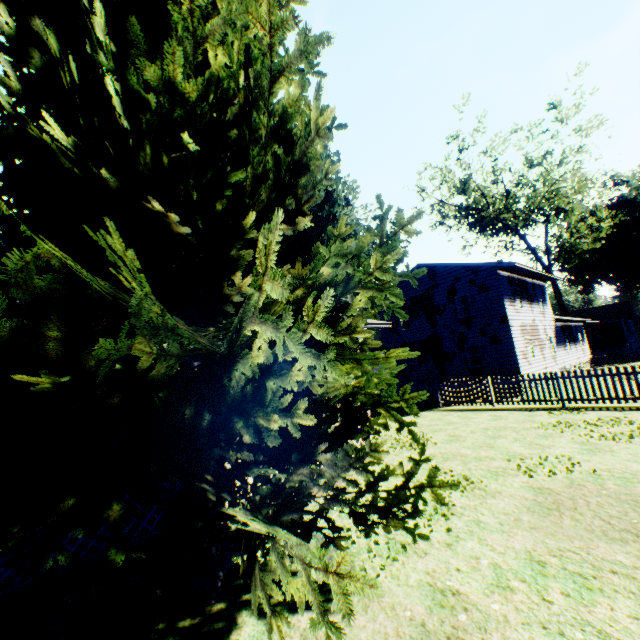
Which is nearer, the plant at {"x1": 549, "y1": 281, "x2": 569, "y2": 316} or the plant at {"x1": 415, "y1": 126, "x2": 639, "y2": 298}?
the plant at {"x1": 415, "y1": 126, "x2": 639, "y2": 298}

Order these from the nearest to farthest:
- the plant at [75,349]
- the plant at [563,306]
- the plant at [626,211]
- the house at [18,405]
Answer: the plant at [75,349] → the house at [18,405] → the plant at [626,211] → the plant at [563,306]

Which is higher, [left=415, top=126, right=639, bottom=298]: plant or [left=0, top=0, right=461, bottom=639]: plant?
[left=415, top=126, right=639, bottom=298]: plant

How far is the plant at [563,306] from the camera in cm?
3750

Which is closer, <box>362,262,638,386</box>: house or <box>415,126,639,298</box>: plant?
<box>362,262,638,386</box>: house

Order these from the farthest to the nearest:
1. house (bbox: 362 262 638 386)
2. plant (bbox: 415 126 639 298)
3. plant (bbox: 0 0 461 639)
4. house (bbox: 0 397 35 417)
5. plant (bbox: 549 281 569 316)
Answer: plant (bbox: 549 281 569 316), plant (bbox: 415 126 639 298), house (bbox: 362 262 638 386), house (bbox: 0 397 35 417), plant (bbox: 0 0 461 639)

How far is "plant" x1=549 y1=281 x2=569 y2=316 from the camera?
37.50m

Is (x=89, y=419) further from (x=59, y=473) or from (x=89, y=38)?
(x=89, y=38)
